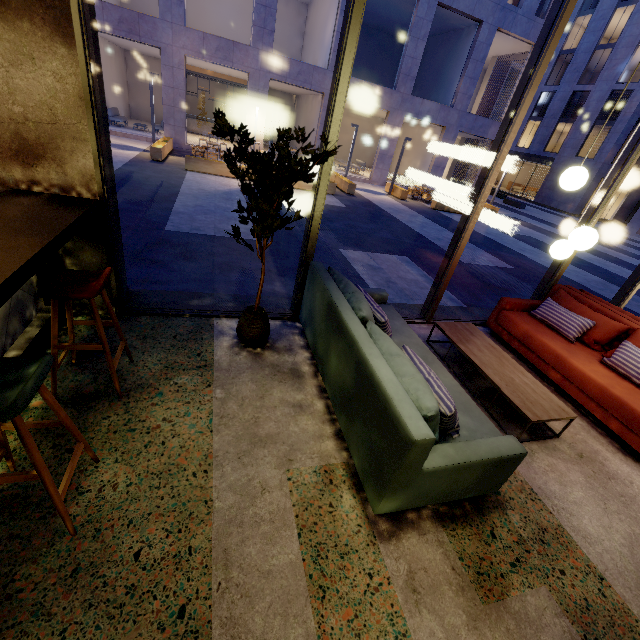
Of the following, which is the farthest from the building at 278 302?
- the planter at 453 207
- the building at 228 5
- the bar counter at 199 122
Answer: the bar counter at 199 122

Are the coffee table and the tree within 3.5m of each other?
yes

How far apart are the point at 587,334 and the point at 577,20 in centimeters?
4819cm

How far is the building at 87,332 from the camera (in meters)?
3.01

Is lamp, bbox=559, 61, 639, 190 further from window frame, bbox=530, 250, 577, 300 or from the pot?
the pot

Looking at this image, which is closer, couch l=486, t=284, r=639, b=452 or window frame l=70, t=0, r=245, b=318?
window frame l=70, t=0, r=245, b=318

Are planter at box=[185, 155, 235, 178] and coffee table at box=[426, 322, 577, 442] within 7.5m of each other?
no

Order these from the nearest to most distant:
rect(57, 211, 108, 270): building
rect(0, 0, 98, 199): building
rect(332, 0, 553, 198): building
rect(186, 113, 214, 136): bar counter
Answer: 1. rect(0, 0, 98, 199): building
2. rect(57, 211, 108, 270): building
3. rect(332, 0, 553, 198): building
4. rect(186, 113, 214, 136): bar counter
